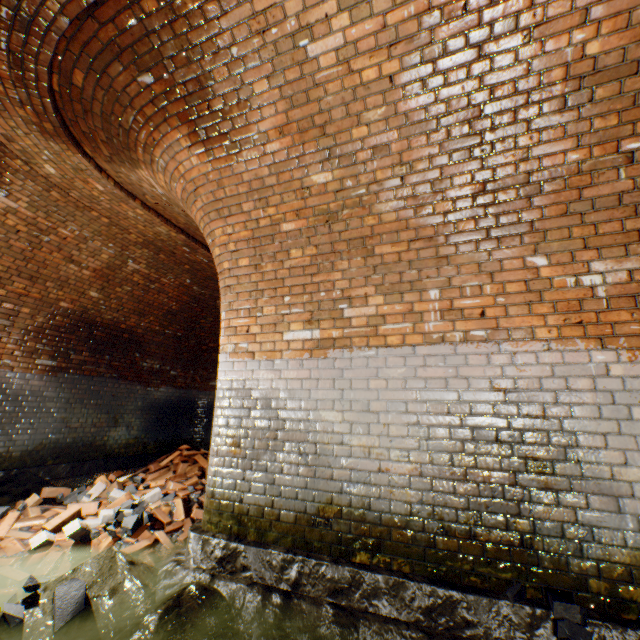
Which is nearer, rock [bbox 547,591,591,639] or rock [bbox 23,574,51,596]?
rock [bbox 547,591,591,639]

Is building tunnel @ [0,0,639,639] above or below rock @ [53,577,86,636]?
above

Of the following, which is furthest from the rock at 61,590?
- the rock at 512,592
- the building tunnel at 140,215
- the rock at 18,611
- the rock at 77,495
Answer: the rock at 512,592

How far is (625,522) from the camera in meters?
2.0 m

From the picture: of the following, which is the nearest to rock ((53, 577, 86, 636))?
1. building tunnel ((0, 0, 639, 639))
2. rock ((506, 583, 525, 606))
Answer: building tunnel ((0, 0, 639, 639))

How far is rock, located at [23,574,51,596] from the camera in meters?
2.2

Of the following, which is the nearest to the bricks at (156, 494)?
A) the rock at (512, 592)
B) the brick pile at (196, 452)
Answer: the brick pile at (196, 452)

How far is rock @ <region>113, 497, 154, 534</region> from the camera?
3.2m
